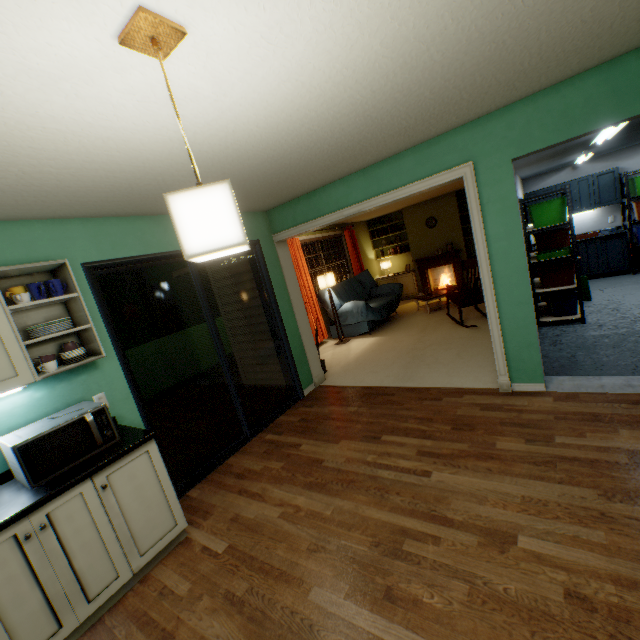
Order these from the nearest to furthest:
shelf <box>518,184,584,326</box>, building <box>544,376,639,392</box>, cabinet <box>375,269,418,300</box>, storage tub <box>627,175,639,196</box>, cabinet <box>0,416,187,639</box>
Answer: cabinet <box>0,416,187,639</box> < building <box>544,376,639,392</box> < shelf <box>518,184,584,326</box> < storage tub <box>627,175,639,196</box> < cabinet <box>375,269,418,300</box>

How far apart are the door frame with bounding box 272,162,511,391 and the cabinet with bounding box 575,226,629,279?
5.2 meters

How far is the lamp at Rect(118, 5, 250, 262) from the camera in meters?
0.9 m

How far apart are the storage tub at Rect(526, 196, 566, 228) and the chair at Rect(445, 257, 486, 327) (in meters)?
0.77

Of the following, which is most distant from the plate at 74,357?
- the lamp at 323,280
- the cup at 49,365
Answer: the lamp at 323,280

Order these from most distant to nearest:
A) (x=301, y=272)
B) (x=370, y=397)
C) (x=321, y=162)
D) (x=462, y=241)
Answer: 1. (x=462, y=241)
2. (x=301, y=272)
3. (x=370, y=397)
4. (x=321, y=162)

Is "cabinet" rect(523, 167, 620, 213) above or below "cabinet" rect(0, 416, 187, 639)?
above

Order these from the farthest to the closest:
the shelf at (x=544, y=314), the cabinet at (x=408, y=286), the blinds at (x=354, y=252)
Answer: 1. the cabinet at (x=408, y=286)
2. the blinds at (x=354, y=252)
3. the shelf at (x=544, y=314)
